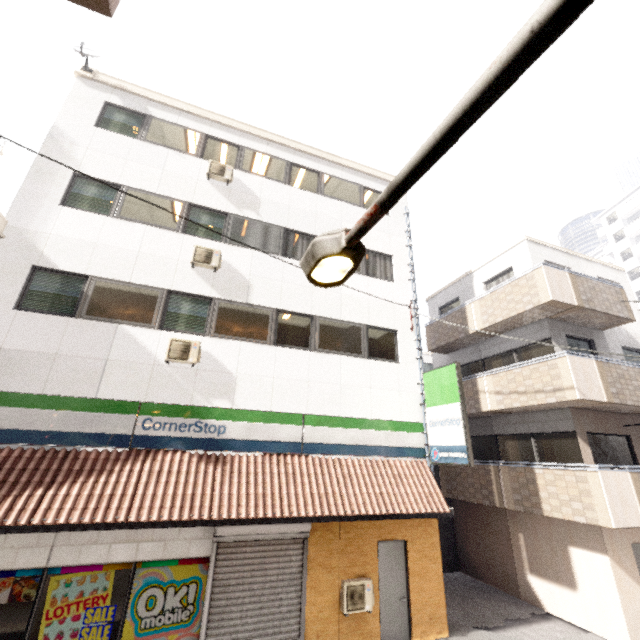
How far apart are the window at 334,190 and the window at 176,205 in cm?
448

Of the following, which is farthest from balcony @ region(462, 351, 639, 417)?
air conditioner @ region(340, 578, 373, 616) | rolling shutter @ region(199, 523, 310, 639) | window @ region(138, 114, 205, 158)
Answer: window @ region(138, 114, 205, 158)

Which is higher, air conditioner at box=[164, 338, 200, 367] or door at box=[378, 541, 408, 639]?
air conditioner at box=[164, 338, 200, 367]

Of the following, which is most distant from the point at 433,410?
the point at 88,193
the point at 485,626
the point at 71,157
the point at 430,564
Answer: the point at 71,157

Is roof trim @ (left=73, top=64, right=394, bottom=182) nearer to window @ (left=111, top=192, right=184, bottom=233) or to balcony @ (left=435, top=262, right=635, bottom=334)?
window @ (left=111, top=192, right=184, bottom=233)

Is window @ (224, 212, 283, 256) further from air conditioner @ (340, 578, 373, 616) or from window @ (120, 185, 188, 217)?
air conditioner @ (340, 578, 373, 616)

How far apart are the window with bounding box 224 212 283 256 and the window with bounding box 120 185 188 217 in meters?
1.1 m

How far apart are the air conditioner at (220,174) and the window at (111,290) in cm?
398
